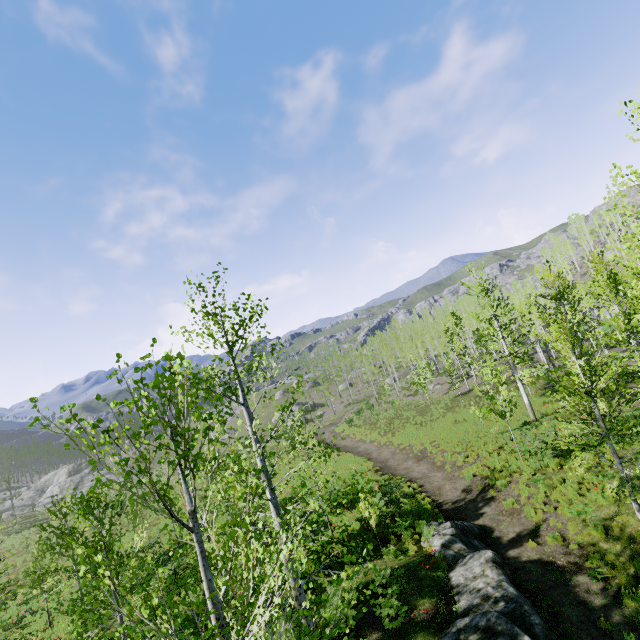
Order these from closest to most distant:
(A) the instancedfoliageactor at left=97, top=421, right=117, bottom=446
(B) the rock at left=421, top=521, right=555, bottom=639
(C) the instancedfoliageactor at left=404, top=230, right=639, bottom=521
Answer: (A) the instancedfoliageactor at left=97, top=421, right=117, bottom=446, (B) the rock at left=421, top=521, right=555, bottom=639, (C) the instancedfoliageactor at left=404, top=230, right=639, bottom=521

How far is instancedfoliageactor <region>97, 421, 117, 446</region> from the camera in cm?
318

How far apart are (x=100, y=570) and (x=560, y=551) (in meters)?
14.15

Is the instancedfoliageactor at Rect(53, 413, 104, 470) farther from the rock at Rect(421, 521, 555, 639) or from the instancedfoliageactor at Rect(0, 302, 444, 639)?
the instancedfoliageactor at Rect(0, 302, 444, 639)

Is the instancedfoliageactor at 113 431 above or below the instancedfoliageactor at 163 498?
above

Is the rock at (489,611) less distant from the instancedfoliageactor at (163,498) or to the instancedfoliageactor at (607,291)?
the instancedfoliageactor at (607,291)
